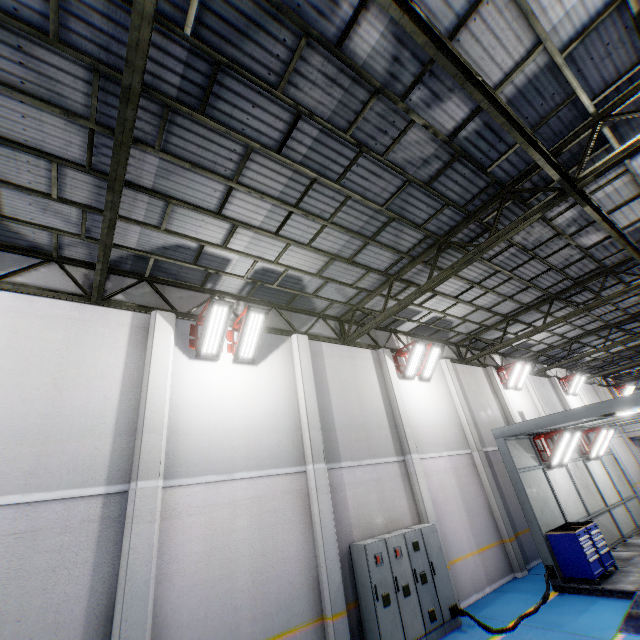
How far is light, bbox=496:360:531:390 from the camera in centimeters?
1689cm

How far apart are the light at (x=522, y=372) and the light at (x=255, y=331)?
15.1m

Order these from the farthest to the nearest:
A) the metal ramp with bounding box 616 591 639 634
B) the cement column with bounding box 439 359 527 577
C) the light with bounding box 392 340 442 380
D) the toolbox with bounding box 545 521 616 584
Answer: the light with bounding box 392 340 442 380
the cement column with bounding box 439 359 527 577
the toolbox with bounding box 545 521 616 584
the metal ramp with bounding box 616 591 639 634

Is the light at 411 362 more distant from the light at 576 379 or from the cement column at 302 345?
the light at 576 379

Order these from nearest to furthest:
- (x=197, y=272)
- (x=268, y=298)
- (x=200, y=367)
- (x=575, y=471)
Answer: (x=200, y=367) < (x=197, y=272) < (x=268, y=298) < (x=575, y=471)

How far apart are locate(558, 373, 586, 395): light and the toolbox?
14.01m

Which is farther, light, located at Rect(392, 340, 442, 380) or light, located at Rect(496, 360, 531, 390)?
light, located at Rect(496, 360, 531, 390)

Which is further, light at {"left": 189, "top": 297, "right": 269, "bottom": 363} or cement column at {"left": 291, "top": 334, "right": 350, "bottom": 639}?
light at {"left": 189, "top": 297, "right": 269, "bottom": 363}
